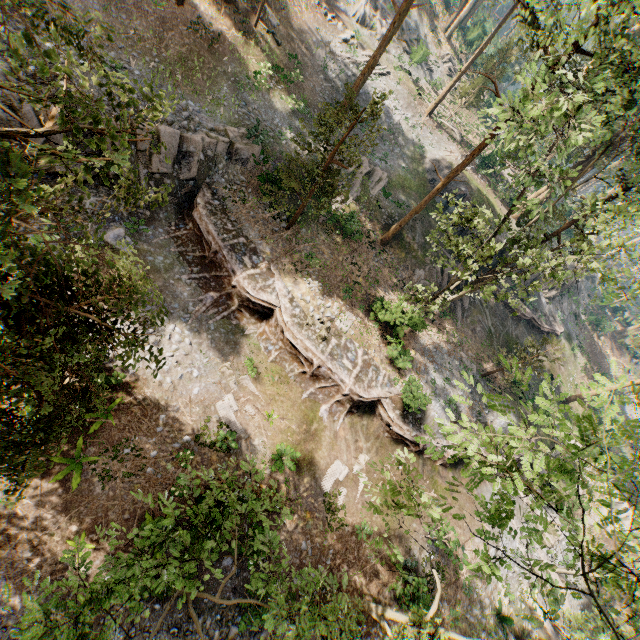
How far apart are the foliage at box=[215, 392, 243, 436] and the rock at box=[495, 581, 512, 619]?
20.2 meters

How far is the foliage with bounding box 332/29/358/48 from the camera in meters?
31.8 m

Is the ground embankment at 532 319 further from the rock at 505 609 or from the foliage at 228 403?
the foliage at 228 403

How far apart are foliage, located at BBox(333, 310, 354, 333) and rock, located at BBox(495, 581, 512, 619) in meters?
19.5 m

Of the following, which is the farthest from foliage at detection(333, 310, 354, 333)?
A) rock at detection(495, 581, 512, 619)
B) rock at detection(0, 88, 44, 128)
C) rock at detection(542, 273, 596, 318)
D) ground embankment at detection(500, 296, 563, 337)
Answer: rock at detection(495, 581, 512, 619)

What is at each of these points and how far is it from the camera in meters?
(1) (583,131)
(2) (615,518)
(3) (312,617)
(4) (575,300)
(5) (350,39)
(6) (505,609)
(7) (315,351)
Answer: (1) foliage, 13.0 m
(2) foliage, 6.7 m
(3) foliage, 6.6 m
(4) rock, 41.5 m
(5) foliage, 33.3 m
(6) rock, 20.6 m
(7) ground embankment, 18.6 m

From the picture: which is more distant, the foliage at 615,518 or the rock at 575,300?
the rock at 575,300

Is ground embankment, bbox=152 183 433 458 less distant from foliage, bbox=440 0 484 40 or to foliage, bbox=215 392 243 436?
foliage, bbox=440 0 484 40
